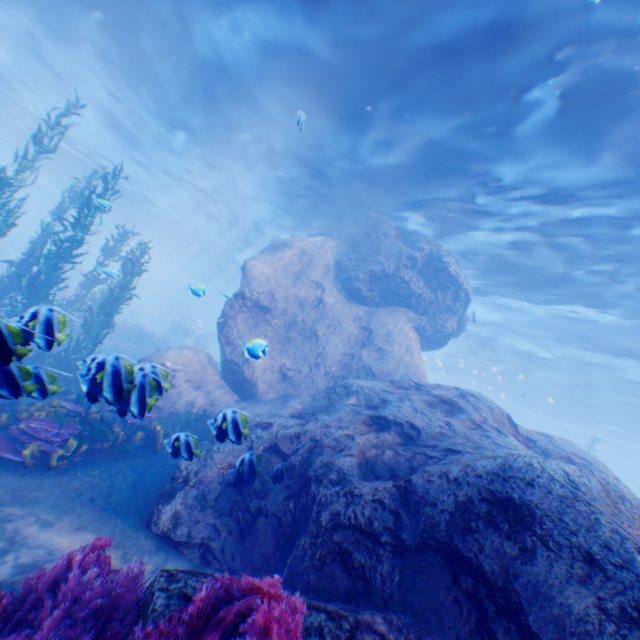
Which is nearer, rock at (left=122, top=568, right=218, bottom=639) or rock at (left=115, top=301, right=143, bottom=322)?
rock at (left=122, top=568, right=218, bottom=639)

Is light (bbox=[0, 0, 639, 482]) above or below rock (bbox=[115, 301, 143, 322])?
above

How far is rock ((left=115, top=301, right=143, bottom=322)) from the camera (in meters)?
35.50

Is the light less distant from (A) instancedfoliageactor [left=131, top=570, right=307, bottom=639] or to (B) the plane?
(B) the plane

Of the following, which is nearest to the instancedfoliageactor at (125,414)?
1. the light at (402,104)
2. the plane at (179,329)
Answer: the plane at (179,329)

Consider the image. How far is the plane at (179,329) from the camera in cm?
3709

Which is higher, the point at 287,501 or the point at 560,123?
the point at 560,123

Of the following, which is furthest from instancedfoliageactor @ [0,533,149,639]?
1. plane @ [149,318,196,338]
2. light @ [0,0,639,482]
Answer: light @ [0,0,639,482]
